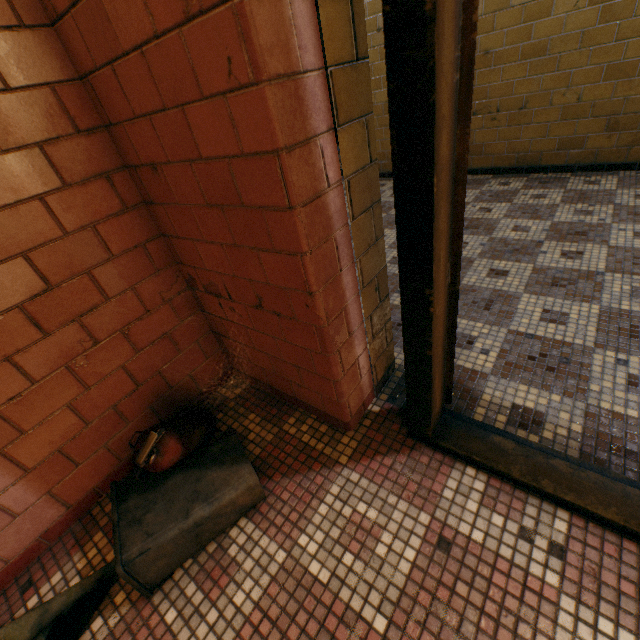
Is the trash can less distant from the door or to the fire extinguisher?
the fire extinguisher

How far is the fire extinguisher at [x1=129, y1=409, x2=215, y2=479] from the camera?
1.1 meters

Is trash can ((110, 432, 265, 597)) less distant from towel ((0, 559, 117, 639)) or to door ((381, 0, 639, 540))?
towel ((0, 559, 117, 639))

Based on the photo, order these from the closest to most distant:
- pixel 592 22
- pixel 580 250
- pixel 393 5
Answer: pixel 393 5, pixel 580 250, pixel 592 22

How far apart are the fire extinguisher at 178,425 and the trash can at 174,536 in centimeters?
4cm

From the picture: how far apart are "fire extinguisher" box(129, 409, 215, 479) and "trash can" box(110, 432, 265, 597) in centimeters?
4cm

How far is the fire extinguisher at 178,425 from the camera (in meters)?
1.14

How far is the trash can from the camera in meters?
1.1
